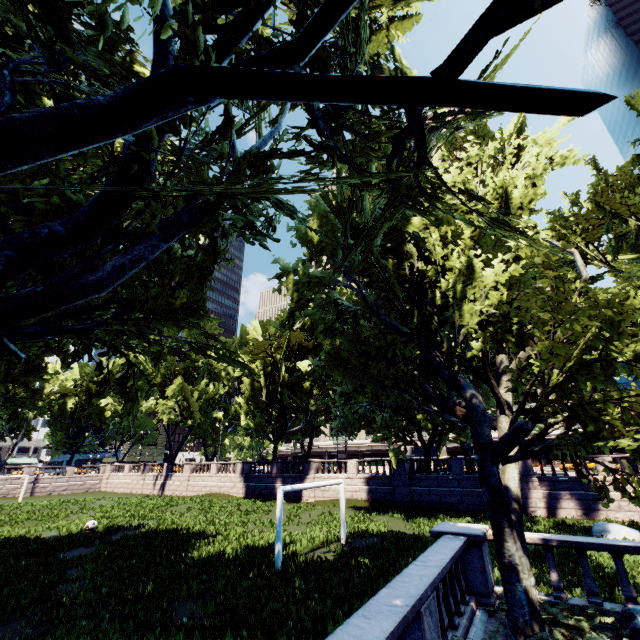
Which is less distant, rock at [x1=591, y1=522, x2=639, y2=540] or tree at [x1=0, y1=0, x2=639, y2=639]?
tree at [x1=0, y1=0, x2=639, y2=639]

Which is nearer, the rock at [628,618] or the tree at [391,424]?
the tree at [391,424]

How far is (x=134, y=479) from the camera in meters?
49.1

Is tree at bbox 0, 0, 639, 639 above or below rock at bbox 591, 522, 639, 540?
above

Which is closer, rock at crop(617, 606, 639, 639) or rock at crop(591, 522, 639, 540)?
rock at crop(617, 606, 639, 639)

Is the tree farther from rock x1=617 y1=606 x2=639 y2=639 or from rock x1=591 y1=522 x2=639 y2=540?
rock x1=591 y1=522 x2=639 y2=540

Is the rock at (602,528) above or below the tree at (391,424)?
below
